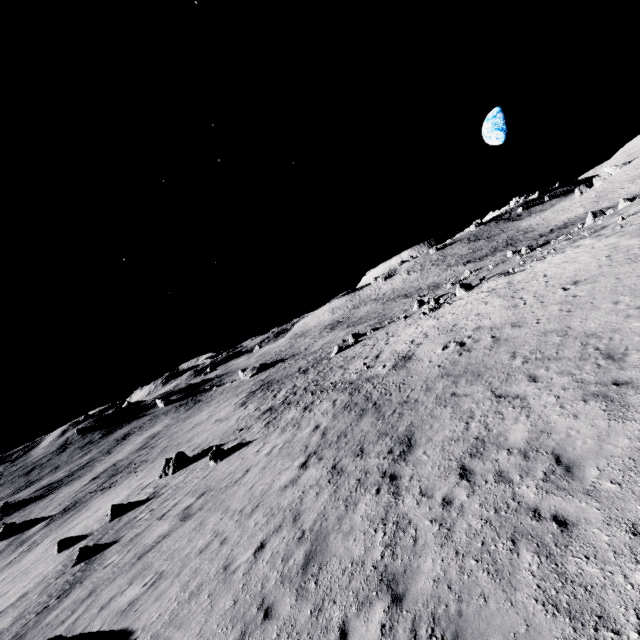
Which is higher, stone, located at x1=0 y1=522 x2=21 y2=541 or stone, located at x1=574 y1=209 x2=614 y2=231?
stone, located at x1=574 y1=209 x2=614 y2=231

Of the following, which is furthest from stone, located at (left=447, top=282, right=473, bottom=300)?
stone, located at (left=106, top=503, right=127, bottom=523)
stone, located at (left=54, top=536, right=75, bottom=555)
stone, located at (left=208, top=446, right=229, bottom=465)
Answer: stone, located at (left=54, top=536, right=75, bottom=555)

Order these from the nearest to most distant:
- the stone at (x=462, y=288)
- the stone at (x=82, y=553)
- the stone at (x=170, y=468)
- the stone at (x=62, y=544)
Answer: the stone at (x=82, y=553) < the stone at (x=62, y=544) < the stone at (x=170, y=468) < the stone at (x=462, y=288)

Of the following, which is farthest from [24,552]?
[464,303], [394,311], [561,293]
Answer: [394,311]

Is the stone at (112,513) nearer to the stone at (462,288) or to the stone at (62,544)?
the stone at (62,544)

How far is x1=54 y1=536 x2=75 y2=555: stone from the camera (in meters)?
19.45

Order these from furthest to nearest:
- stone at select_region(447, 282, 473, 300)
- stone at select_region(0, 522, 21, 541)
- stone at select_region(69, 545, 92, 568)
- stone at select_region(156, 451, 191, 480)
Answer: stone at select_region(447, 282, 473, 300)
stone at select_region(0, 522, 21, 541)
stone at select_region(156, 451, 191, 480)
stone at select_region(69, 545, 92, 568)

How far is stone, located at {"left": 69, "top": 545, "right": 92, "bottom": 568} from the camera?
15.30m
